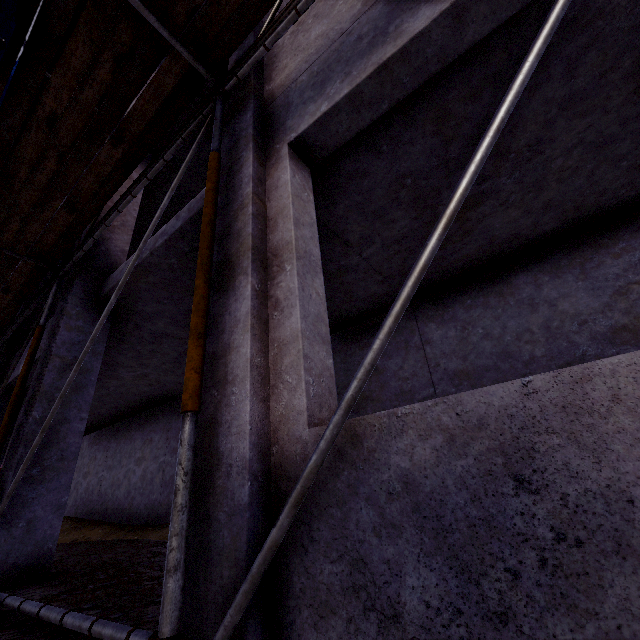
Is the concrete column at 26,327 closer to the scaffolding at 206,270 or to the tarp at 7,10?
the scaffolding at 206,270

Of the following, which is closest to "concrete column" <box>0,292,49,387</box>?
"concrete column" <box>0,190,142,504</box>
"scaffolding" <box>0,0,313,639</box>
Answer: "scaffolding" <box>0,0,313,639</box>

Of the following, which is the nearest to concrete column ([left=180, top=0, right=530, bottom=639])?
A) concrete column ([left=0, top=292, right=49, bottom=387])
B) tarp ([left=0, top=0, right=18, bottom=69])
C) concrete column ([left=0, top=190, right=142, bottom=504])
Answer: tarp ([left=0, top=0, right=18, bottom=69])

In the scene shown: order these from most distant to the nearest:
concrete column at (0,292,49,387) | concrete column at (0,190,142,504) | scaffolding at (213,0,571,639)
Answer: concrete column at (0,292,49,387) → concrete column at (0,190,142,504) → scaffolding at (213,0,571,639)

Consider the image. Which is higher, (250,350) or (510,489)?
(250,350)

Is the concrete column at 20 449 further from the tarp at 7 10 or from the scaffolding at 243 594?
the tarp at 7 10

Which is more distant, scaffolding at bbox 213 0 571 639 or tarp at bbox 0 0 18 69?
tarp at bbox 0 0 18 69

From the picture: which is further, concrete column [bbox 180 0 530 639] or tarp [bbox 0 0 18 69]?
tarp [bbox 0 0 18 69]
